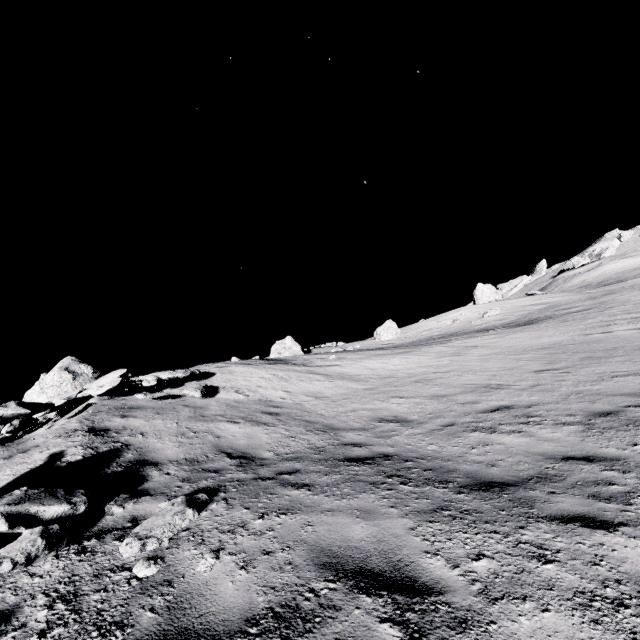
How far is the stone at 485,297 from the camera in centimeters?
4427cm

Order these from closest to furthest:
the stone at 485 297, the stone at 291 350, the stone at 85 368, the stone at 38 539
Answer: the stone at 38 539
the stone at 85 368
the stone at 291 350
the stone at 485 297

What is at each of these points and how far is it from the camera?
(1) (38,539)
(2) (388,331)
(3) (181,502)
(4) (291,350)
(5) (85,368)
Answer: (1) stone, 3.6 meters
(2) stone, 40.6 meters
(3) stone, 4.4 meters
(4) stone, 32.3 meters
(5) stone, 16.4 meters

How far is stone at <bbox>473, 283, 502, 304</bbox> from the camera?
44.3m

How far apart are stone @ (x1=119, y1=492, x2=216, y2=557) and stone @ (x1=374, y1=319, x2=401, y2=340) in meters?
37.0 m

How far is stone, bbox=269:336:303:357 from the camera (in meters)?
31.53

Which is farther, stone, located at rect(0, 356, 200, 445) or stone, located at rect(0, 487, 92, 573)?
stone, located at rect(0, 356, 200, 445)

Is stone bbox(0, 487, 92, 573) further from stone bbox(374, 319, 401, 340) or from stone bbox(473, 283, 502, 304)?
stone bbox(473, 283, 502, 304)
